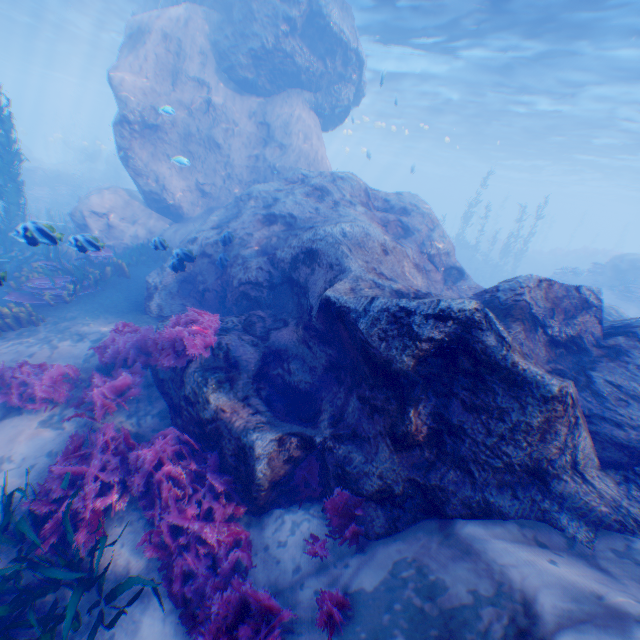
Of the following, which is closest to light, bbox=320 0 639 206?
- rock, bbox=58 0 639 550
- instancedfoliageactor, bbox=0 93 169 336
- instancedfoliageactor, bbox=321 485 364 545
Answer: rock, bbox=58 0 639 550

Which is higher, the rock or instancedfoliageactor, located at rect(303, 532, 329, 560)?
the rock

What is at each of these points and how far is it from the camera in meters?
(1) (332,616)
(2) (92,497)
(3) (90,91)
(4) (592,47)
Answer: (1) instancedfoliageactor, 3.3 m
(2) instancedfoliageactor, 4.3 m
(3) light, 56.2 m
(4) light, 14.0 m

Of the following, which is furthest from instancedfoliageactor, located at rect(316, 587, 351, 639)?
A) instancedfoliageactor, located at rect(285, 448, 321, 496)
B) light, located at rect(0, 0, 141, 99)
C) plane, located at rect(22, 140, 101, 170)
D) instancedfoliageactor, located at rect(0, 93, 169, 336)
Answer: plane, located at rect(22, 140, 101, 170)

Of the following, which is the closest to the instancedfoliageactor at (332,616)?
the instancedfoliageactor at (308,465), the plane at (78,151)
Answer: the instancedfoliageactor at (308,465)

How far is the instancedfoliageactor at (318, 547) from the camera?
4.2m

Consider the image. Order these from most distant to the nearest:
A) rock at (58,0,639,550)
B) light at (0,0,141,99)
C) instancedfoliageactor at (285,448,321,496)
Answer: light at (0,0,141,99) < instancedfoliageactor at (285,448,321,496) < rock at (58,0,639,550)

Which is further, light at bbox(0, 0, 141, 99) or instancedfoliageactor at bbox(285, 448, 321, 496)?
light at bbox(0, 0, 141, 99)
